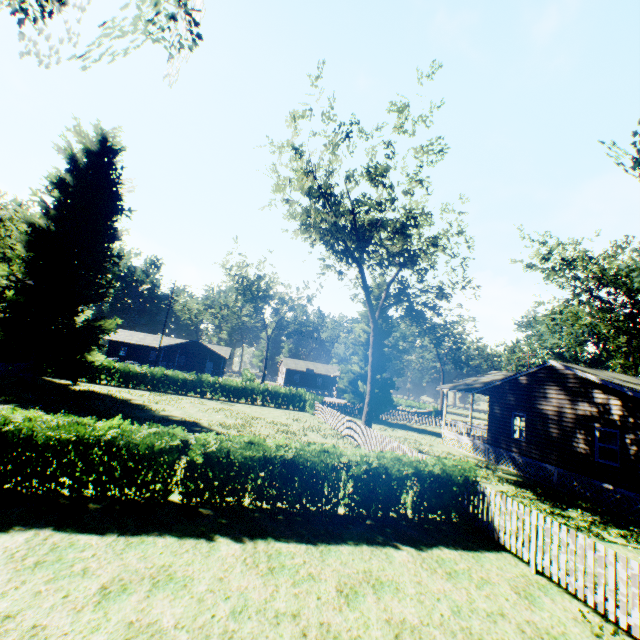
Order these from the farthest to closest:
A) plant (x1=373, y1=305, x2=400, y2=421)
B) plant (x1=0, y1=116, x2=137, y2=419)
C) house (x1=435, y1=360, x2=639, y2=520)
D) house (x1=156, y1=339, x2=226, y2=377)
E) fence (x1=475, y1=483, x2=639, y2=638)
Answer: house (x1=156, y1=339, x2=226, y2=377), plant (x1=373, y1=305, x2=400, y2=421), plant (x1=0, y1=116, x2=137, y2=419), house (x1=435, y1=360, x2=639, y2=520), fence (x1=475, y1=483, x2=639, y2=638)

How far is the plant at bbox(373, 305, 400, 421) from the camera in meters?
34.4 m

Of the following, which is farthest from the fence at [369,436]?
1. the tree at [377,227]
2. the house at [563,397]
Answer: the house at [563,397]

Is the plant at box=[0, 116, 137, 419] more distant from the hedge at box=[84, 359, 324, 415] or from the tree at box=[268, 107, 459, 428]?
the tree at box=[268, 107, 459, 428]

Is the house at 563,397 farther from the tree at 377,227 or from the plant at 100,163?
the tree at 377,227

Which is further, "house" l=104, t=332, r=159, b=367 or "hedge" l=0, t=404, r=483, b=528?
"house" l=104, t=332, r=159, b=367

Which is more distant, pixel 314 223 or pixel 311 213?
pixel 314 223
